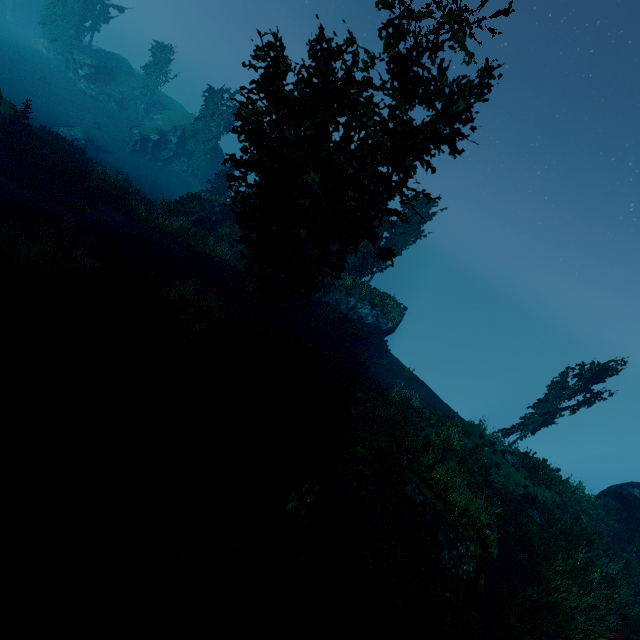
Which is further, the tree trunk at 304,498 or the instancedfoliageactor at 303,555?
the tree trunk at 304,498

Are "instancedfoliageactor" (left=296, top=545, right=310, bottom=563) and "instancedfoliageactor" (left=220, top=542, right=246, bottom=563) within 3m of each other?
yes

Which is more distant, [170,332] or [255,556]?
[170,332]

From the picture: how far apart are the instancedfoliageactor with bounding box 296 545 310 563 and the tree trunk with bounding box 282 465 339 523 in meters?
0.6

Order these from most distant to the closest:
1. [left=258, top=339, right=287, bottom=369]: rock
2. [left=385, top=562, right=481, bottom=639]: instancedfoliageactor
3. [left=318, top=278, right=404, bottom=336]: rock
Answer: [left=318, top=278, right=404, bottom=336]: rock → [left=258, top=339, right=287, bottom=369]: rock → [left=385, top=562, right=481, bottom=639]: instancedfoliageactor

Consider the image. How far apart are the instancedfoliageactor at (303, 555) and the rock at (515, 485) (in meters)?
11.64

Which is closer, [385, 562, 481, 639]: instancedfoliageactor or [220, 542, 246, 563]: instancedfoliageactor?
[220, 542, 246, 563]: instancedfoliageactor

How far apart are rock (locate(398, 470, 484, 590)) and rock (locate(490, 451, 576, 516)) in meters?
6.2 m
